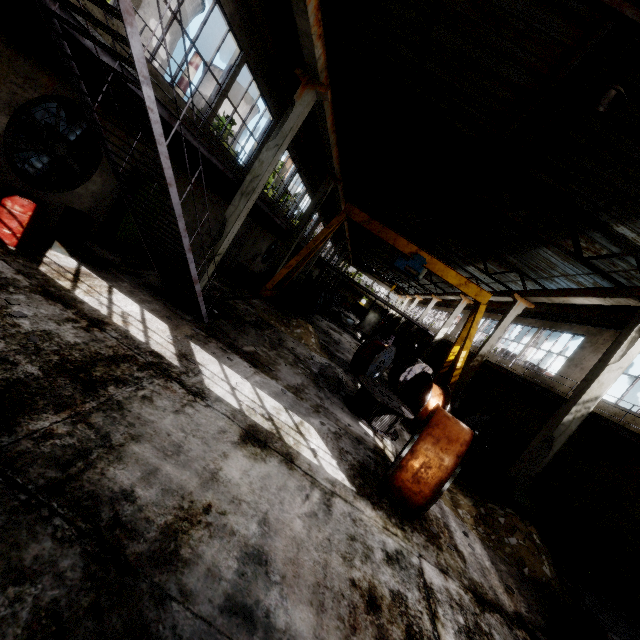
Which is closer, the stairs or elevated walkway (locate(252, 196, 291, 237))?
the stairs

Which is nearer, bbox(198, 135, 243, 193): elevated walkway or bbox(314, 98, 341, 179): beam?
bbox(198, 135, 243, 193): elevated walkway

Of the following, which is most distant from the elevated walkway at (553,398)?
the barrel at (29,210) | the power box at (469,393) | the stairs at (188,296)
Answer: the barrel at (29,210)

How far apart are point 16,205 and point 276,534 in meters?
7.6

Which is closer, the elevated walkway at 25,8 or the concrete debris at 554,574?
the elevated walkway at 25,8

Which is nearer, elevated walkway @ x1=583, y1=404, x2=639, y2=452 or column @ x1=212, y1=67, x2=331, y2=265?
elevated walkway @ x1=583, y1=404, x2=639, y2=452

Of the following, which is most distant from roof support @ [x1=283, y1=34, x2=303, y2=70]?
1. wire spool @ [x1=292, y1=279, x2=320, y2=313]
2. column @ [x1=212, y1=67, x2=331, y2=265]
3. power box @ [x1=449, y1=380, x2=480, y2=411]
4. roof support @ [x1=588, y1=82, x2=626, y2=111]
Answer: power box @ [x1=449, y1=380, x2=480, y2=411]

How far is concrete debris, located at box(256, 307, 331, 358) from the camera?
13.93m
